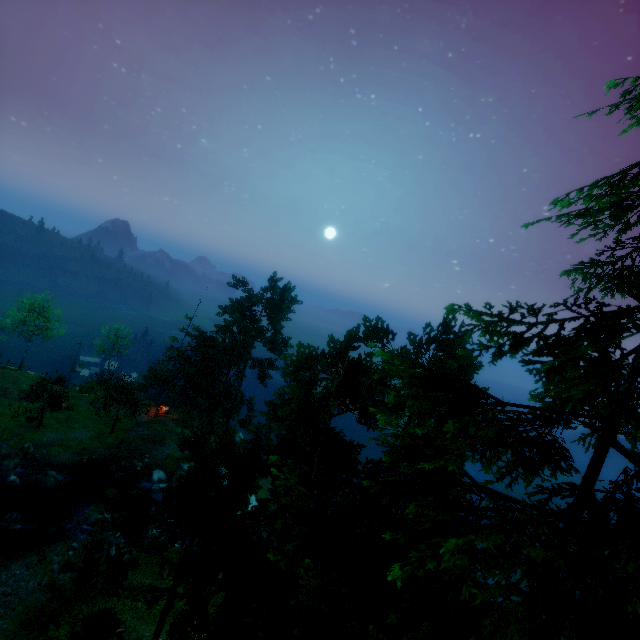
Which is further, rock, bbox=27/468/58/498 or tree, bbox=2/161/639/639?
rock, bbox=27/468/58/498

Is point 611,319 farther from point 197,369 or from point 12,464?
point 12,464

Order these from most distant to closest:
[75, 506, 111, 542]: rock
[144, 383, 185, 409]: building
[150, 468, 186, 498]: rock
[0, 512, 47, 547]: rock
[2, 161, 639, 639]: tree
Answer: [144, 383, 185, 409]: building → [150, 468, 186, 498]: rock → [75, 506, 111, 542]: rock → [0, 512, 47, 547]: rock → [2, 161, 639, 639]: tree

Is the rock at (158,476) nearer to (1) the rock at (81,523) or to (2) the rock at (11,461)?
(1) the rock at (81,523)

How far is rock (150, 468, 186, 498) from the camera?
36.8m

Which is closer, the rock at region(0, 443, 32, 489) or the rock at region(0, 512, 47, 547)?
the rock at region(0, 512, 47, 547)

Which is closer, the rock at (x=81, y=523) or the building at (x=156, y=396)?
the rock at (x=81, y=523)

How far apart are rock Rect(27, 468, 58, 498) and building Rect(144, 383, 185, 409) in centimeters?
1360cm
